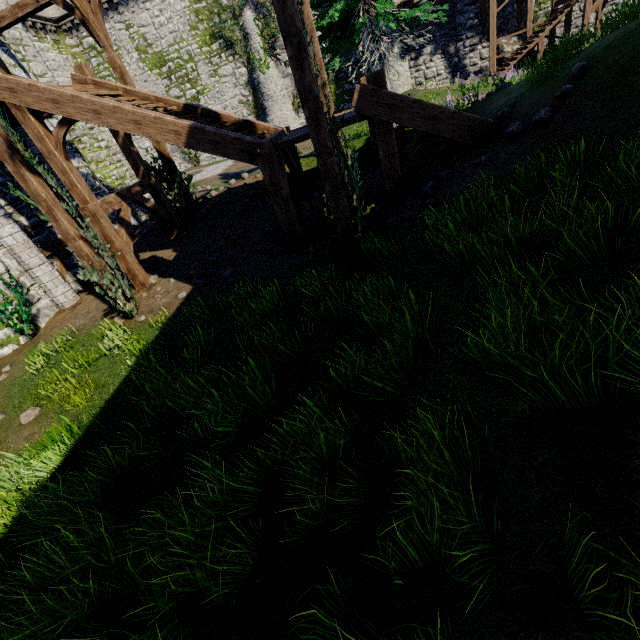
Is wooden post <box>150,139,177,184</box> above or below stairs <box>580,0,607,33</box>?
above

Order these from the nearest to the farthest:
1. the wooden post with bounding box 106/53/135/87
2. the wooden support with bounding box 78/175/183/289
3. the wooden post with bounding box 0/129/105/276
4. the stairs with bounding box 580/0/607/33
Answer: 1. the wooden post with bounding box 0/129/105/276
2. the wooden support with bounding box 78/175/183/289
3. the wooden post with bounding box 106/53/135/87
4. the stairs with bounding box 580/0/607/33

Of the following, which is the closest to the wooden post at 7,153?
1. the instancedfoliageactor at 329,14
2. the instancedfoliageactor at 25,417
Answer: the instancedfoliageactor at 25,417

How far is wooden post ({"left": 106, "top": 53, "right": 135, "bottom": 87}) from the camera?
10.02m

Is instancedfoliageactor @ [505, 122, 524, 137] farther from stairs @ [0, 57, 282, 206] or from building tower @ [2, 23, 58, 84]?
building tower @ [2, 23, 58, 84]

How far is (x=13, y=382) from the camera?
7.28m

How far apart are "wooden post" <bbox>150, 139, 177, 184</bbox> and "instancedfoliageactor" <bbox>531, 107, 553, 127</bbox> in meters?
11.1 m

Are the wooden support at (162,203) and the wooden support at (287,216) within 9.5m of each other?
yes
